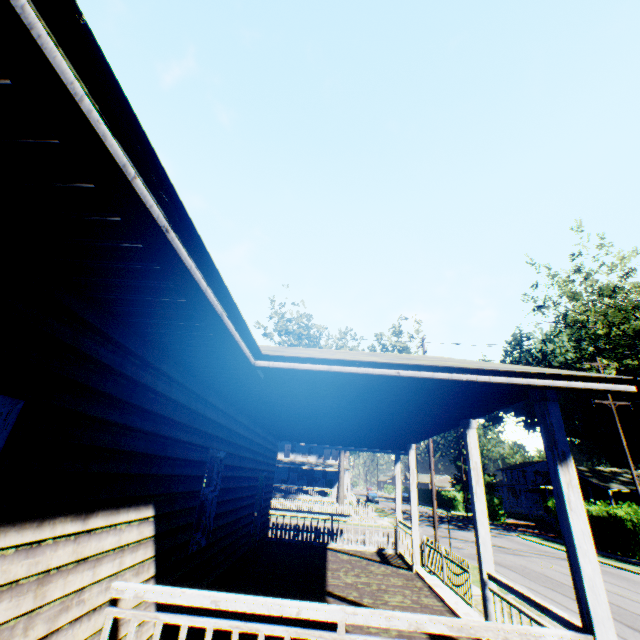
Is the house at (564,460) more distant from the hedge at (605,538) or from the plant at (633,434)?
the plant at (633,434)

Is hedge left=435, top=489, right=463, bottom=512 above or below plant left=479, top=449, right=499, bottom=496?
below

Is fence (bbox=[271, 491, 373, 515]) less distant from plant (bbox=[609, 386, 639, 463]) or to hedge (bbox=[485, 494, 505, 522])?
hedge (bbox=[485, 494, 505, 522])

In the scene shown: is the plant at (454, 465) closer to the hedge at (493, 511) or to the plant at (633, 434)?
the plant at (633, 434)

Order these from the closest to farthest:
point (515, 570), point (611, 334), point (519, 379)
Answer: point (519, 379) → point (515, 570) → point (611, 334)

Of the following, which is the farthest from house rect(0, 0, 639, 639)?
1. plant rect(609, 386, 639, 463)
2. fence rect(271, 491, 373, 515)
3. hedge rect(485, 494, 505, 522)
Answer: plant rect(609, 386, 639, 463)

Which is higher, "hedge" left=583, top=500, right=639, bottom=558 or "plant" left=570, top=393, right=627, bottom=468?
"plant" left=570, top=393, right=627, bottom=468

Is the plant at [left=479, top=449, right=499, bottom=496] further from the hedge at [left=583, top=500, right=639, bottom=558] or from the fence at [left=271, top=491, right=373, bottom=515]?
the hedge at [left=583, top=500, right=639, bottom=558]
